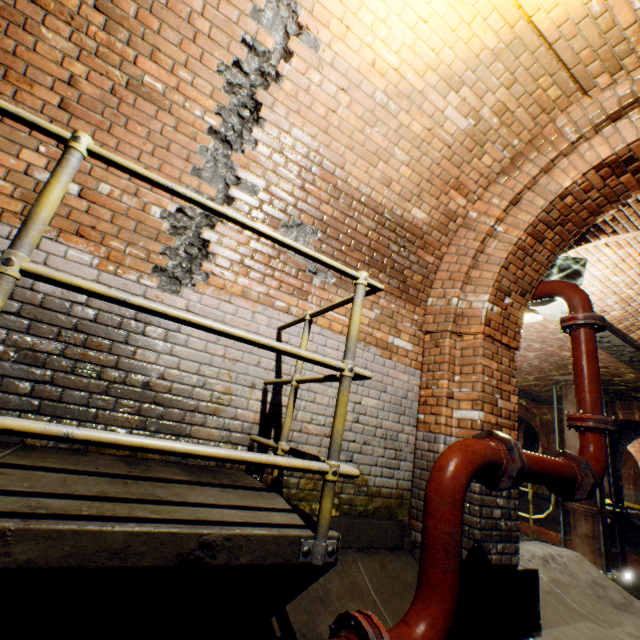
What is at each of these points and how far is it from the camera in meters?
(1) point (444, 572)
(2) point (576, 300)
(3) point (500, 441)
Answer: (1) pipe, 1.7
(2) pipe, 3.4
(3) pipe end, 2.2

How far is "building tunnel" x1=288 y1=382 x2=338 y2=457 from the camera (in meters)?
2.88

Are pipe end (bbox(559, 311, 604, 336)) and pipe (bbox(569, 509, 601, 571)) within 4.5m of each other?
no

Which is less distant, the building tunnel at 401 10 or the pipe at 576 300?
the building tunnel at 401 10

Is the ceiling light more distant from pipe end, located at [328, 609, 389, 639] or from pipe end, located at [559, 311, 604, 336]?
pipe end, located at [328, 609, 389, 639]

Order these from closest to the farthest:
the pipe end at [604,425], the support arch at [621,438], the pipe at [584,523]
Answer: the pipe end at [604,425] → the pipe at [584,523] → the support arch at [621,438]

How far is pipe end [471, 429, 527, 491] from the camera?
2.0m

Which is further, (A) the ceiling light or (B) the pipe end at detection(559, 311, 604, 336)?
(A) the ceiling light
